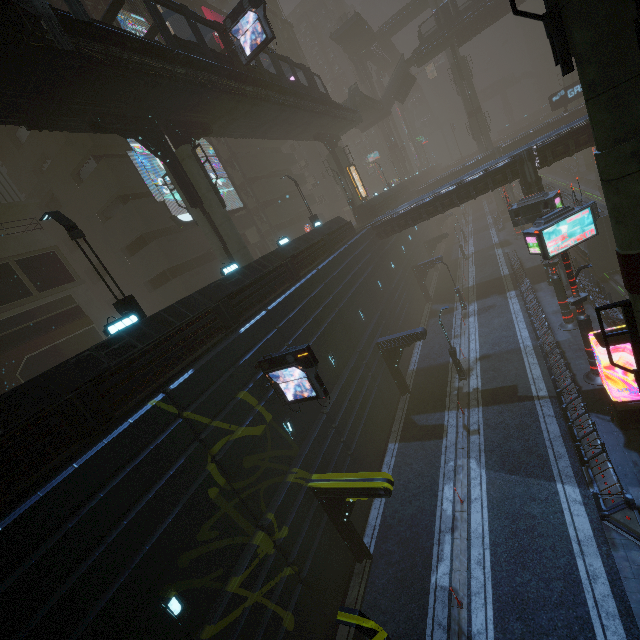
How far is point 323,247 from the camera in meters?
22.1 m

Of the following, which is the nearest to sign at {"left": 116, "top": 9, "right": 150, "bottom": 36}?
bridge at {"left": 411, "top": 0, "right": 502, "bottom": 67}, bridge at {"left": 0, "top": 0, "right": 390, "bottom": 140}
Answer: bridge at {"left": 0, "top": 0, "right": 390, "bottom": 140}

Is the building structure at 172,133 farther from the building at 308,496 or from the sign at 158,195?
the sign at 158,195

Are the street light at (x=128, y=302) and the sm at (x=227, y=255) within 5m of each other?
no

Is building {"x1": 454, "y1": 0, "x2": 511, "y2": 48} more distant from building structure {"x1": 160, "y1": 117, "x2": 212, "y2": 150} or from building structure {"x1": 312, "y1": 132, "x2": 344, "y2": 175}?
building structure {"x1": 160, "y1": 117, "x2": 212, "y2": 150}

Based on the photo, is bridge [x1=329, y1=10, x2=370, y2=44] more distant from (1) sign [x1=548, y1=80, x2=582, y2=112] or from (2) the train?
(2) the train

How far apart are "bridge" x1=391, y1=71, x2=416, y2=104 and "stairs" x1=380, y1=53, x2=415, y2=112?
0.00m

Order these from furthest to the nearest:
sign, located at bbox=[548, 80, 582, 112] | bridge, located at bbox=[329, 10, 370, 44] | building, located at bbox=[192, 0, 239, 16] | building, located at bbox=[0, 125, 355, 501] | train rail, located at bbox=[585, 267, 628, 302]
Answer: bridge, located at bbox=[329, 10, 370, 44]
sign, located at bbox=[548, 80, 582, 112]
building, located at bbox=[192, 0, 239, 16]
train rail, located at bbox=[585, 267, 628, 302]
building, located at bbox=[0, 125, 355, 501]
